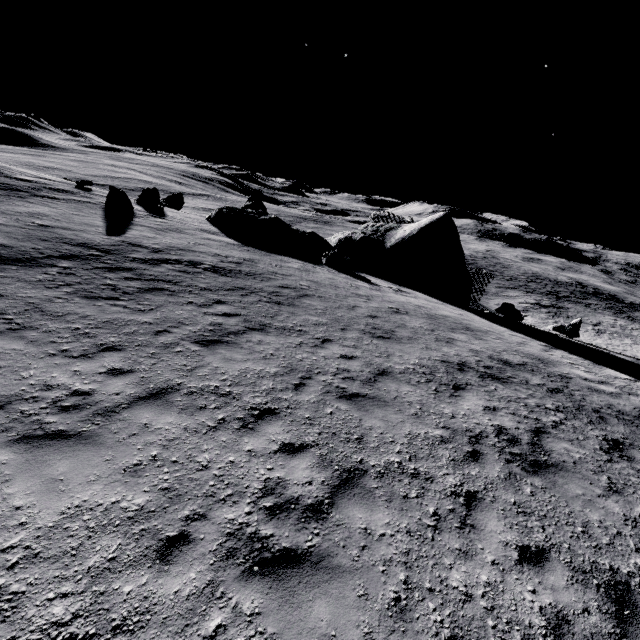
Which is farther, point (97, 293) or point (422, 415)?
point (97, 293)

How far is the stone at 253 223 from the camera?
23.75m

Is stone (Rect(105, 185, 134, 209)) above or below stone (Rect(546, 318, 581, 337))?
above

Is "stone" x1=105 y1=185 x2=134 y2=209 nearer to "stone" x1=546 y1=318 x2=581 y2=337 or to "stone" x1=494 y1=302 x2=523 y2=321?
"stone" x1=494 y1=302 x2=523 y2=321

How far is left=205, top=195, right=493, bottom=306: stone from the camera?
23.8 meters

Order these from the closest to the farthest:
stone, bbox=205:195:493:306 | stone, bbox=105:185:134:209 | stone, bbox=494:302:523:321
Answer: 1. stone, bbox=105:185:134:209
2. stone, bbox=494:302:523:321
3. stone, bbox=205:195:493:306

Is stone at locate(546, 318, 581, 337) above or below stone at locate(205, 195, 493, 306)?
below

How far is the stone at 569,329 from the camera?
22.4 meters
